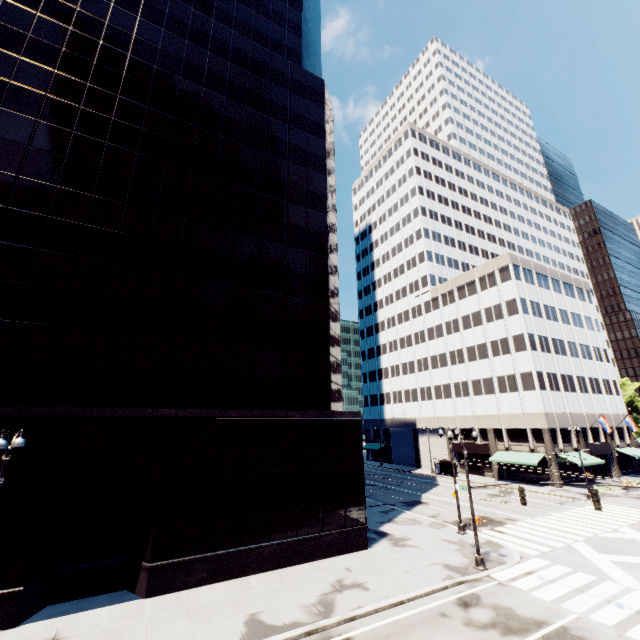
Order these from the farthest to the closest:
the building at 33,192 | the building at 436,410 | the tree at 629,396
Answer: the tree at 629,396
the building at 436,410
the building at 33,192

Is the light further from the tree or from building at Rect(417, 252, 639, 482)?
the tree

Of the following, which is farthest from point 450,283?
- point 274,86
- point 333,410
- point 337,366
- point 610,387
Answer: point 333,410

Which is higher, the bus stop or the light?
the light

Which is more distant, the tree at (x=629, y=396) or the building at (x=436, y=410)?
the tree at (x=629, y=396)

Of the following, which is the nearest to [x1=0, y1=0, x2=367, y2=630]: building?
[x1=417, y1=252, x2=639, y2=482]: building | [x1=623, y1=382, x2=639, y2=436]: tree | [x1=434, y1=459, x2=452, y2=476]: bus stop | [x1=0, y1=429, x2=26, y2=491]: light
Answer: [x1=0, y1=429, x2=26, y2=491]: light

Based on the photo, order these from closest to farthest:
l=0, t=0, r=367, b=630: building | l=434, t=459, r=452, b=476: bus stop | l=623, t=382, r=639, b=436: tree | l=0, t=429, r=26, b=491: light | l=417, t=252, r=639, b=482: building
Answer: l=0, t=429, r=26, b=491: light
l=0, t=0, r=367, b=630: building
l=417, t=252, r=639, b=482: building
l=434, t=459, r=452, b=476: bus stop
l=623, t=382, r=639, b=436: tree

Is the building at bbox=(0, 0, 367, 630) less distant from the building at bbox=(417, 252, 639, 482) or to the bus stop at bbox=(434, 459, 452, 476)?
the bus stop at bbox=(434, 459, 452, 476)
